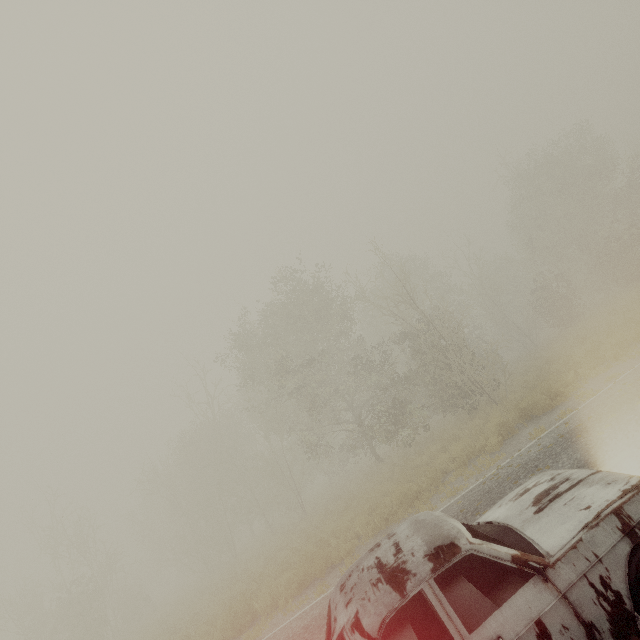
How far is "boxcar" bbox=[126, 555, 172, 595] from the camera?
47.91m

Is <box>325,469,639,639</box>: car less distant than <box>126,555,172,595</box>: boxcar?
Yes

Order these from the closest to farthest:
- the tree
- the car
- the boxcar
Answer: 1. the car
2. the tree
3. the boxcar

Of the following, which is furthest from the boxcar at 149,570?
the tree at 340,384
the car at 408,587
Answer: the car at 408,587

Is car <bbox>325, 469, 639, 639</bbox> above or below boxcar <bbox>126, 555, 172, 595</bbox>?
below

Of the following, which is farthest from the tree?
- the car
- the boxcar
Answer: the boxcar

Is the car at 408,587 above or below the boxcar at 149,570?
below

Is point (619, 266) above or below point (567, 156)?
below
